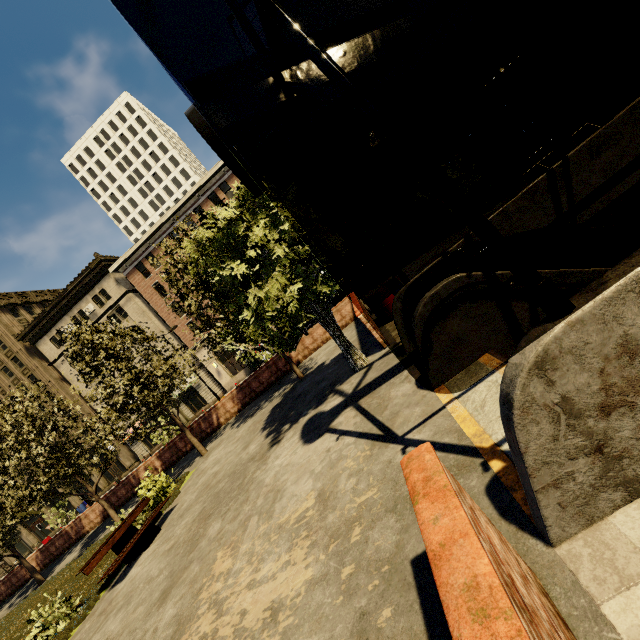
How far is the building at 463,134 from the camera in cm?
3322

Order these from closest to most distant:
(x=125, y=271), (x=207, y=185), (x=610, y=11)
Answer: (x=610, y=11) → (x=207, y=185) → (x=125, y=271)

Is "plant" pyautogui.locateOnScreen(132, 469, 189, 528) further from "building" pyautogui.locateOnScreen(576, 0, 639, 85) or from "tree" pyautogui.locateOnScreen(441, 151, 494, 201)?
"building" pyautogui.locateOnScreen(576, 0, 639, 85)

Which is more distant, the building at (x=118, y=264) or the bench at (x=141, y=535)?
the building at (x=118, y=264)

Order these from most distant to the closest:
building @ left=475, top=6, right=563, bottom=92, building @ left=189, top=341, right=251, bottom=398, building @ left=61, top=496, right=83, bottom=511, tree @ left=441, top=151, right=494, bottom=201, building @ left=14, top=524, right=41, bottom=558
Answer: building @ left=14, top=524, right=41, bottom=558
building @ left=61, top=496, right=83, bottom=511
building @ left=189, top=341, right=251, bottom=398
building @ left=475, top=6, right=563, bottom=92
tree @ left=441, top=151, right=494, bottom=201

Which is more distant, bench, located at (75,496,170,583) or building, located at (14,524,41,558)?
building, located at (14,524,41,558)

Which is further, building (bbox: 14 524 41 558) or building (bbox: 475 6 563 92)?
building (bbox: 14 524 41 558)
